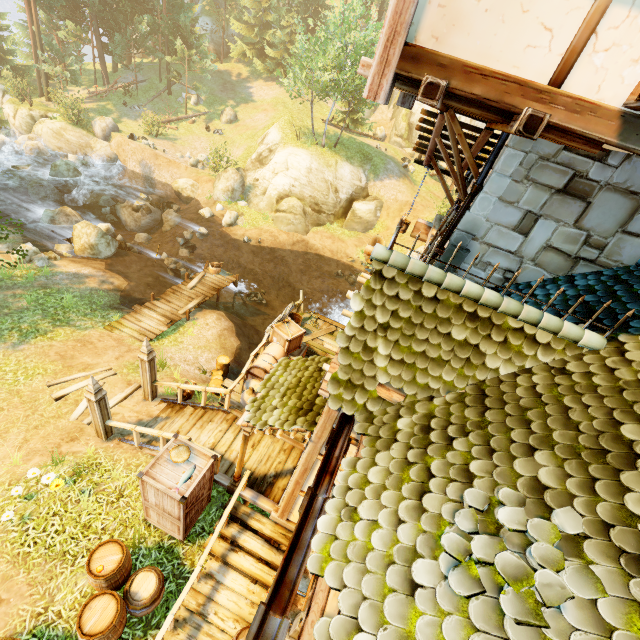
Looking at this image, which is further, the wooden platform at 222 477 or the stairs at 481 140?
the wooden platform at 222 477

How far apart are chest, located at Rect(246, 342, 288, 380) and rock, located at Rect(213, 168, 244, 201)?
→ 19.2m

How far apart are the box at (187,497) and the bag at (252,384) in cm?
202

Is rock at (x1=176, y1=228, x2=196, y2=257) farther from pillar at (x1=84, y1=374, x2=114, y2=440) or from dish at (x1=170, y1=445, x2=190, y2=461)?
dish at (x1=170, y1=445, x2=190, y2=461)

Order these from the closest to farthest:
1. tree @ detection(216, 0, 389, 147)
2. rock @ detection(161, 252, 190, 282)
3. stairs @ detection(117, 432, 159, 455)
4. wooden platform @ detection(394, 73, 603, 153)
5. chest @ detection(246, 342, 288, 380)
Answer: wooden platform @ detection(394, 73, 603, 153), stairs @ detection(117, 432, 159, 455), chest @ detection(246, 342, 288, 380), rock @ detection(161, 252, 190, 282), tree @ detection(216, 0, 389, 147)

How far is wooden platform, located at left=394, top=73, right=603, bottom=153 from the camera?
2.9m

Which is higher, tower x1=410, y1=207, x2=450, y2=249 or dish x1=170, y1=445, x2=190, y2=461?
tower x1=410, y1=207, x2=450, y2=249

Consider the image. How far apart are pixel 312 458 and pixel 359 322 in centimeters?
281cm
